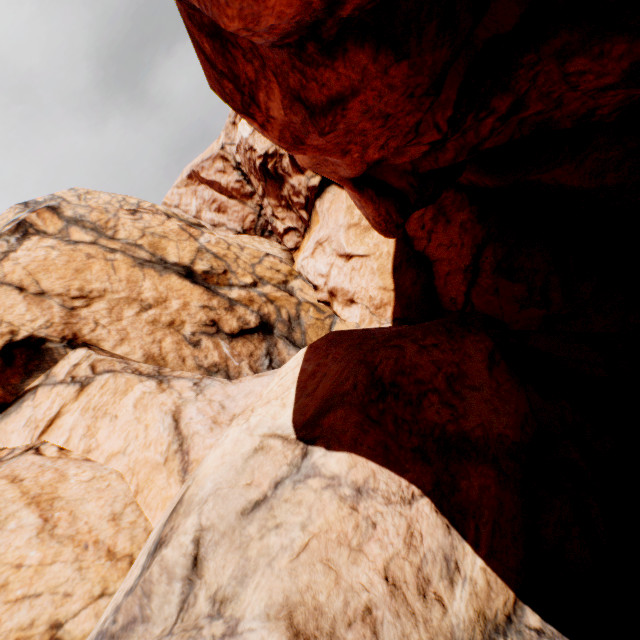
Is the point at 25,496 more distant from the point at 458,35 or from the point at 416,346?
the point at 458,35
